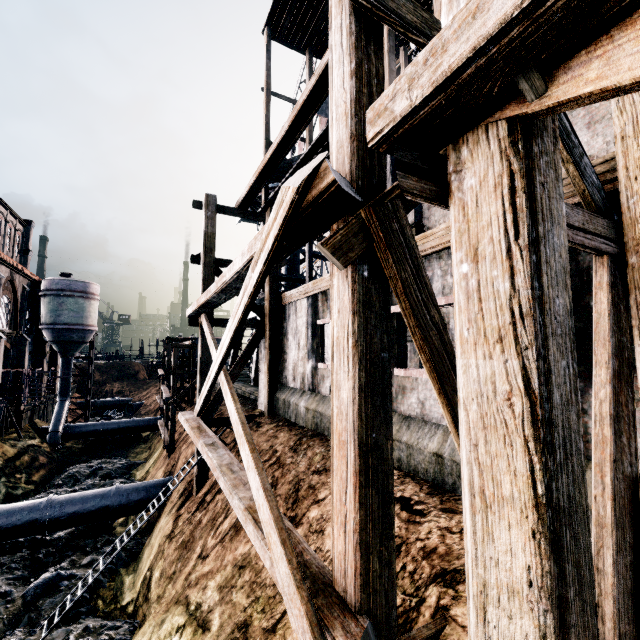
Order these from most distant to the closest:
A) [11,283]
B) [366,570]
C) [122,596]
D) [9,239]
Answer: [9,239], [11,283], [122,596], [366,570]

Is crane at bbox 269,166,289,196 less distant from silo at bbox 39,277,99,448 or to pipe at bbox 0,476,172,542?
silo at bbox 39,277,99,448

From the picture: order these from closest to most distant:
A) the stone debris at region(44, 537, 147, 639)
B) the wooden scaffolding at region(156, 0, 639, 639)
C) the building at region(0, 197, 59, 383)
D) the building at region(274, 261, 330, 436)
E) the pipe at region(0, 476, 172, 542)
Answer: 1. the wooden scaffolding at region(156, 0, 639, 639)
2. the stone debris at region(44, 537, 147, 639)
3. the building at region(274, 261, 330, 436)
4. the pipe at region(0, 476, 172, 542)
5. the building at region(0, 197, 59, 383)

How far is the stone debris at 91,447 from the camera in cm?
3253

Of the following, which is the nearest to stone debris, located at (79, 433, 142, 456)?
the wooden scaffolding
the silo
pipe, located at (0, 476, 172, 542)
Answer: the silo

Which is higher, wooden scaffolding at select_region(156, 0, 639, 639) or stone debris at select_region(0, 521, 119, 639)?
wooden scaffolding at select_region(156, 0, 639, 639)

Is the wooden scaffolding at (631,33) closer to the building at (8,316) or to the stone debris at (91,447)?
the building at (8,316)

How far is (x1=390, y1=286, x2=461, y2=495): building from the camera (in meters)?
6.82
